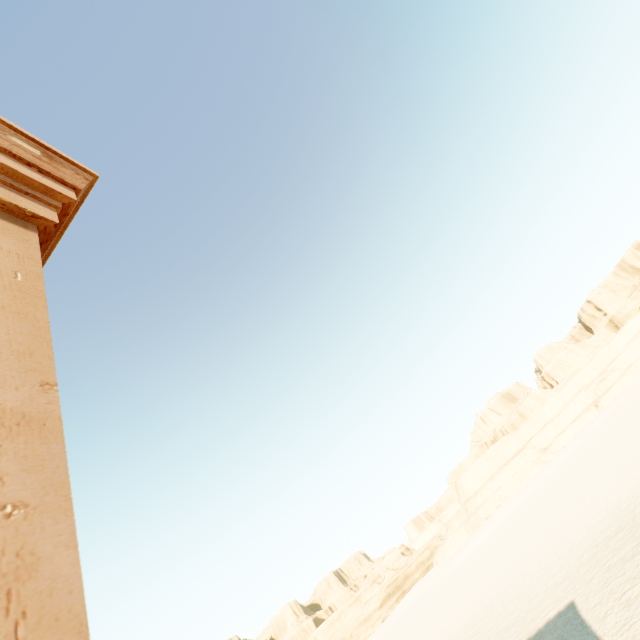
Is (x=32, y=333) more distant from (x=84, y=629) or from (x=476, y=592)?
(x=476, y=592)
